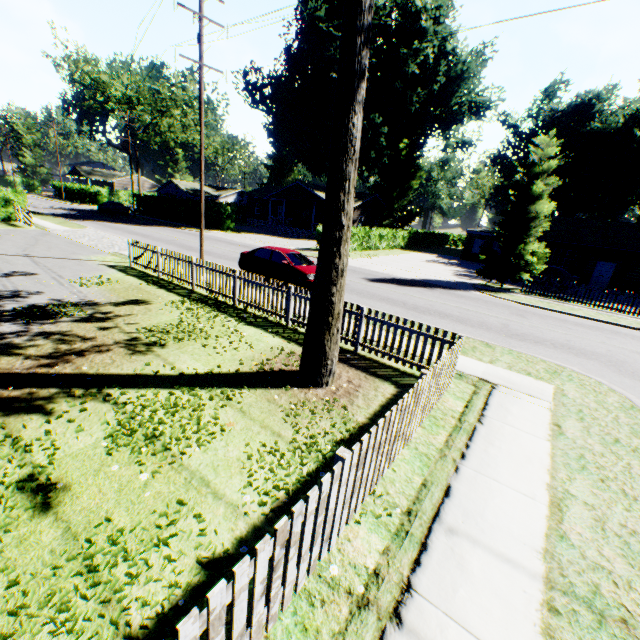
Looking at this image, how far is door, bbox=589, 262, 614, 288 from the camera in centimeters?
2699cm

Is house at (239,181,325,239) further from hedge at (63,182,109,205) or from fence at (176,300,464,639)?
fence at (176,300,464,639)

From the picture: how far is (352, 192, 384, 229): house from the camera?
42.9 meters

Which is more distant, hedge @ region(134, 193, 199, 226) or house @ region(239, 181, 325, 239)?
house @ region(239, 181, 325, 239)

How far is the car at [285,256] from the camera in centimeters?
1378cm

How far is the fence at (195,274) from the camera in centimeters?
990cm

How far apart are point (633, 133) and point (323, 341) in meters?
48.4 m

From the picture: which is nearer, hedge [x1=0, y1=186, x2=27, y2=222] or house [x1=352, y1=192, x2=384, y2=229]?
hedge [x1=0, y1=186, x2=27, y2=222]
